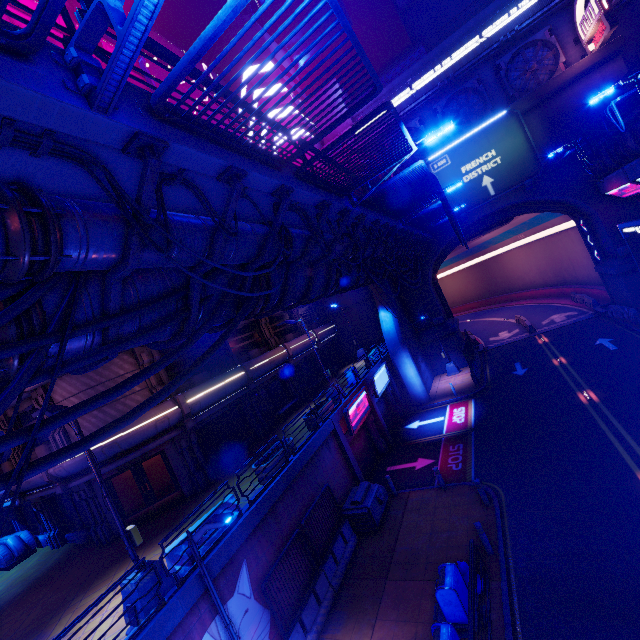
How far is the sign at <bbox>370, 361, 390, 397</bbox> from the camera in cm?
2202

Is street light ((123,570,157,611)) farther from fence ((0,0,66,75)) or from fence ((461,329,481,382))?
fence ((461,329,481,382))

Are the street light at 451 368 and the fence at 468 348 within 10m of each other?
yes

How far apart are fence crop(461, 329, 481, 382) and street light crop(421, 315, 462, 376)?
1.27m

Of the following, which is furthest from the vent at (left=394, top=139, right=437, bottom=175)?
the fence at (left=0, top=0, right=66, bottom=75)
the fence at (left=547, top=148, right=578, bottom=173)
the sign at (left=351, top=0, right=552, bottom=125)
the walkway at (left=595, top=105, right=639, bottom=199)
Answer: the fence at (left=0, top=0, right=66, bottom=75)

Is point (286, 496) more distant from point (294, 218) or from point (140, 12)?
point (140, 12)

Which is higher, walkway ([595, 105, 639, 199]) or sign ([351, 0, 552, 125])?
sign ([351, 0, 552, 125])

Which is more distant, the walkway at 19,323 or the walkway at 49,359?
the walkway at 49,359
